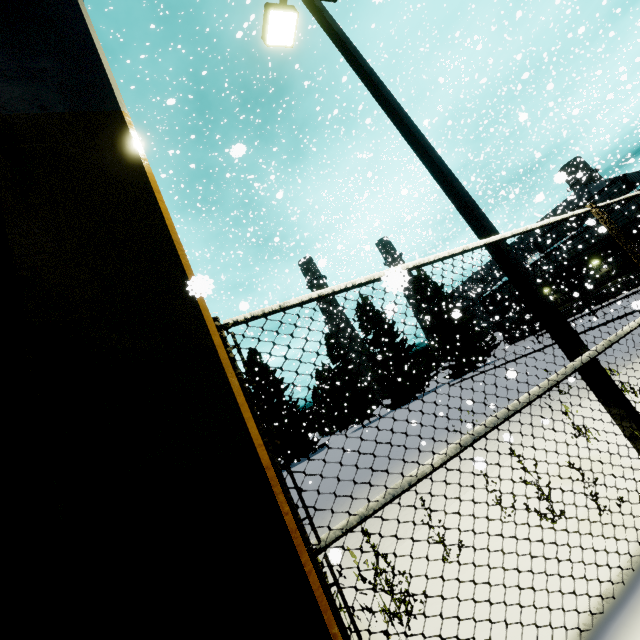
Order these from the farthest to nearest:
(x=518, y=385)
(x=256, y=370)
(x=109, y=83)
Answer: (x=256, y=370), (x=518, y=385), (x=109, y=83)

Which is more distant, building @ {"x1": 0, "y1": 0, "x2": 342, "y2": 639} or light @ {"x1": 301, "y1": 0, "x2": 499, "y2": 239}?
light @ {"x1": 301, "y1": 0, "x2": 499, "y2": 239}

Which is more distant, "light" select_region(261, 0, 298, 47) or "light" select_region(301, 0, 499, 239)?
"light" select_region(261, 0, 298, 47)

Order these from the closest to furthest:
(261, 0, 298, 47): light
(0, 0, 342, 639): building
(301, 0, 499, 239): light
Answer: (0, 0, 342, 639): building → (301, 0, 499, 239): light → (261, 0, 298, 47): light

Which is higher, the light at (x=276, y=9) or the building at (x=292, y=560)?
the light at (x=276, y=9)

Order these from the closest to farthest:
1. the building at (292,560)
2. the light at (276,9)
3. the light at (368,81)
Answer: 1. the building at (292,560)
2. the light at (368,81)
3. the light at (276,9)

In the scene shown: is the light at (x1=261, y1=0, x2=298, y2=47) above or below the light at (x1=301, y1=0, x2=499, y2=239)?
above
